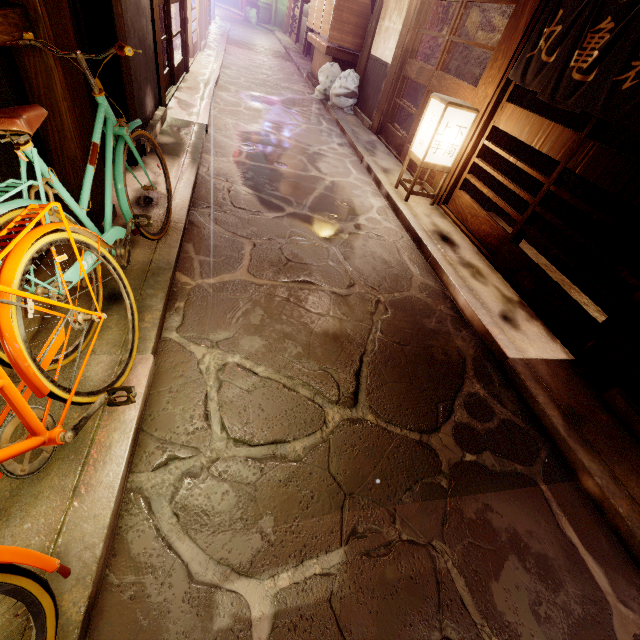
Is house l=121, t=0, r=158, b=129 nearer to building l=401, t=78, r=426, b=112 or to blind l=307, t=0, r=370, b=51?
building l=401, t=78, r=426, b=112

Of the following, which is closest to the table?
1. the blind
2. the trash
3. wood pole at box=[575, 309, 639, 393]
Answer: the trash

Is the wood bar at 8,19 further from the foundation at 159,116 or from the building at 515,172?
the building at 515,172

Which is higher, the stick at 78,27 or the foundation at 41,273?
the stick at 78,27

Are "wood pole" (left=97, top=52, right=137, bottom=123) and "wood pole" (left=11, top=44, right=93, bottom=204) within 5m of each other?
yes

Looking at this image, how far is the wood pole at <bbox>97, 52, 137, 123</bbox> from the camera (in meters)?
6.30

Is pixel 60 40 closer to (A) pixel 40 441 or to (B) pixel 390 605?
(A) pixel 40 441

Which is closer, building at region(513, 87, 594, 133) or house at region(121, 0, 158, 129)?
house at region(121, 0, 158, 129)
